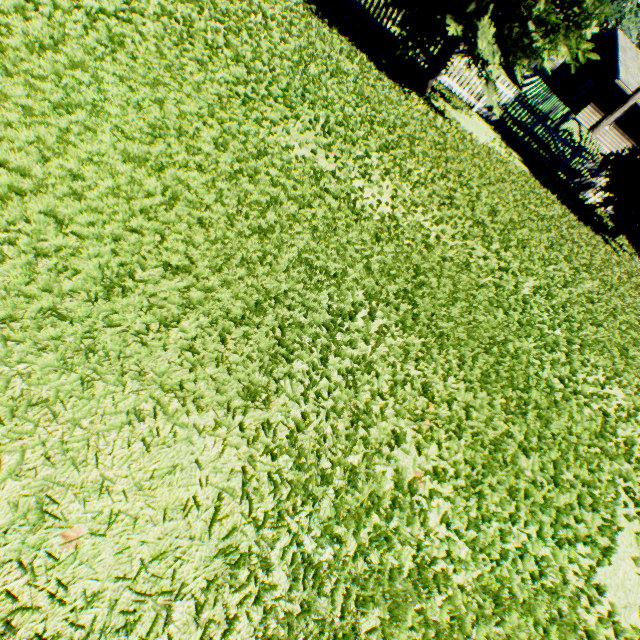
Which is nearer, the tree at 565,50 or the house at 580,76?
the tree at 565,50

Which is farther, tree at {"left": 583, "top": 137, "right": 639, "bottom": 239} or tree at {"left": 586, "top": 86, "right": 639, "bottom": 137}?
tree at {"left": 586, "top": 86, "right": 639, "bottom": 137}

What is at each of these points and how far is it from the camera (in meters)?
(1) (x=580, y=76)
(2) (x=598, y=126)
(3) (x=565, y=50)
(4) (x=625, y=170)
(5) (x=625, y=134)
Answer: (1) house, 29.70
(2) tree, 21.52
(3) tree, 8.05
(4) tree, 11.51
(5) house, 28.52

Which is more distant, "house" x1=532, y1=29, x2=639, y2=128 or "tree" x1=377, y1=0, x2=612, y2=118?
"house" x1=532, y1=29, x2=639, y2=128

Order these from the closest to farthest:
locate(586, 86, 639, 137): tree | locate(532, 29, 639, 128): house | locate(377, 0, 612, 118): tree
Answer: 1. locate(377, 0, 612, 118): tree
2. locate(586, 86, 639, 137): tree
3. locate(532, 29, 639, 128): house

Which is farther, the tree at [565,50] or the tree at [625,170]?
the tree at [625,170]
